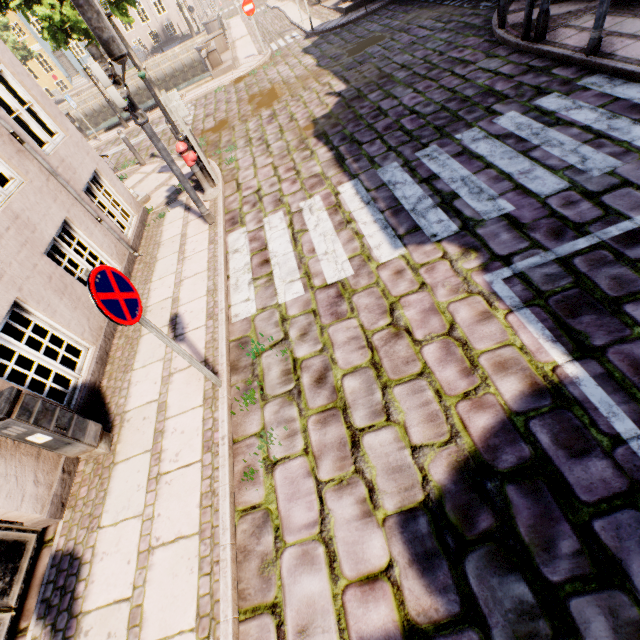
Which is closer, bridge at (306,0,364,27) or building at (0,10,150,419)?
building at (0,10,150,419)

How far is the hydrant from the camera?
6.6 meters

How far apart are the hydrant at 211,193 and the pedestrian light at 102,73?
1.3 meters

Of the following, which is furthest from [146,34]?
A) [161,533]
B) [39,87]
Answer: [161,533]

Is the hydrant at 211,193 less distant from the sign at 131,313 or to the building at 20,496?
the building at 20,496

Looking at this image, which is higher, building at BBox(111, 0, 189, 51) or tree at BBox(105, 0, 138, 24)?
tree at BBox(105, 0, 138, 24)

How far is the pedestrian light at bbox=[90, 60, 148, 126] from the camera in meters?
4.4

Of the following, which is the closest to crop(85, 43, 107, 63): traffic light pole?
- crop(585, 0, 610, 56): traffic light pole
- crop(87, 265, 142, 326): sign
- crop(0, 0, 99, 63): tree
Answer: crop(87, 265, 142, 326): sign
